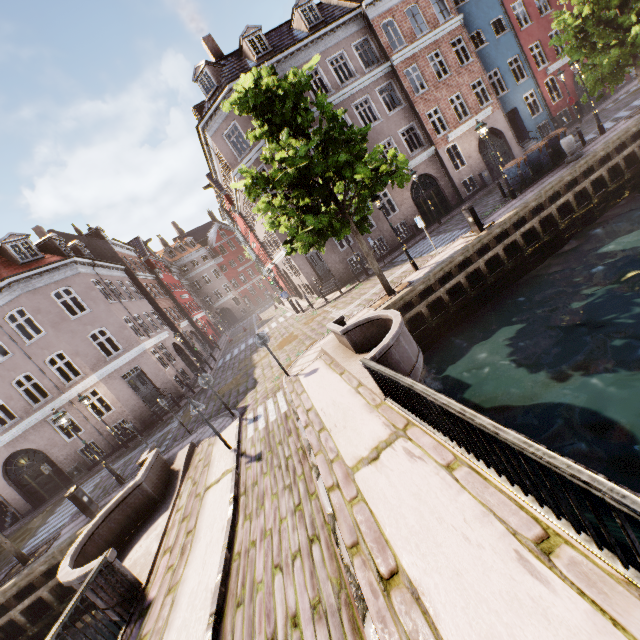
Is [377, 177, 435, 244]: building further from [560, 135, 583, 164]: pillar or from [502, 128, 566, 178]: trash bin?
[560, 135, 583, 164]: pillar

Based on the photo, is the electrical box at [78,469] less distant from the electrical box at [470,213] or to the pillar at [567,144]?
the electrical box at [470,213]

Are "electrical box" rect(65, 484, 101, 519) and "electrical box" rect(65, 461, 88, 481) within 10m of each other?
yes

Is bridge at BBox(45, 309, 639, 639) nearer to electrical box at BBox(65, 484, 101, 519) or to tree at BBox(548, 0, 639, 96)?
tree at BBox(548, 0, 639, 96)

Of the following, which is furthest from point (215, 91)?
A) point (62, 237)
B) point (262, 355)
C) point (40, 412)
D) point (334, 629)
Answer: point (334, 629)

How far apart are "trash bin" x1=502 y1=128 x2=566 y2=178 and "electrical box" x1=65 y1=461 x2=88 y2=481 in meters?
29.5

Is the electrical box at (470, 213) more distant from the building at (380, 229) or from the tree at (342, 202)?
the building at (380, 229)

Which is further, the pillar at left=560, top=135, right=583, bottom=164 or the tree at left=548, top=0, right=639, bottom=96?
the pillar at left=560, top=135, right=583, bottom=164
